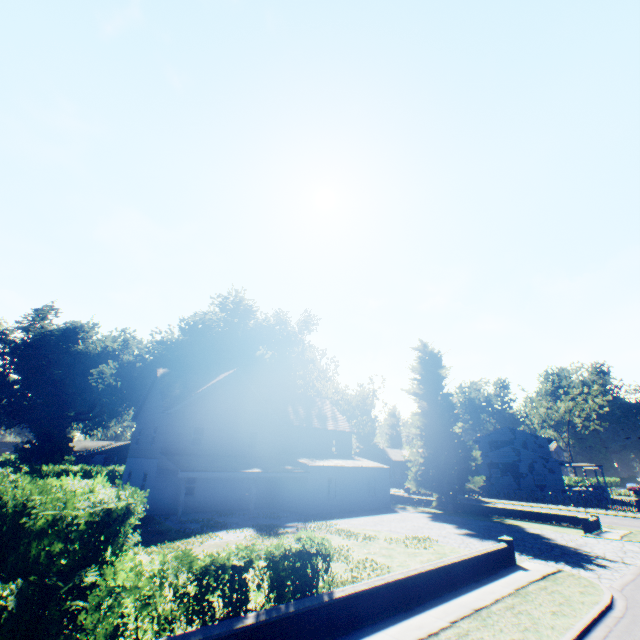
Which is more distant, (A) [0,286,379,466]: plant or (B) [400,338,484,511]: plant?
(A) [0,286,379,466]: plant

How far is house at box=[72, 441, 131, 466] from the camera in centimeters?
4884cm

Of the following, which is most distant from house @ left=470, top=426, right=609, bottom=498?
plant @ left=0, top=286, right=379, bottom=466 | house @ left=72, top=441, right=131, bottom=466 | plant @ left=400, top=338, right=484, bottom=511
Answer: plant @ left=0, top=286, right=379, bottom=466

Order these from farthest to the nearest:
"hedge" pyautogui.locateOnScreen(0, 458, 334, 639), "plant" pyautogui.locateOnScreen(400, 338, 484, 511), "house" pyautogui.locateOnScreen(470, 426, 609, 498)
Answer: "house" pyautogui.locateOnScreen(470, 426, 609, 498)
"plant" pyautogui.locateOnScreen(400, 338, 484, 511)
"hedge" pyautogui.locateOnScreen(0, 458, 334, 639)

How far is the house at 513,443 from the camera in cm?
4179

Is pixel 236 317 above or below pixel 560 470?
above

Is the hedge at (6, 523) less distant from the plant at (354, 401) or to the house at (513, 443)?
the plant at (354, 401)

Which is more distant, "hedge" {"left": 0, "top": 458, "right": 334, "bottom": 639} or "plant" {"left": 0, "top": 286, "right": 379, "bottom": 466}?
"plant" {"left": 0, "top": 286, "right": 379, "bottom": 466}
